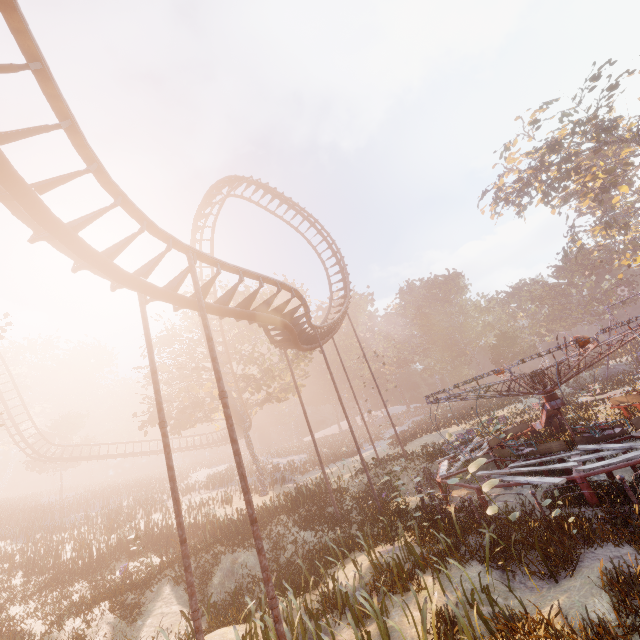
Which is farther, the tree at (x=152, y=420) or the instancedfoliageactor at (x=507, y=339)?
the instancedfoliageactor at (x=507, y=339)

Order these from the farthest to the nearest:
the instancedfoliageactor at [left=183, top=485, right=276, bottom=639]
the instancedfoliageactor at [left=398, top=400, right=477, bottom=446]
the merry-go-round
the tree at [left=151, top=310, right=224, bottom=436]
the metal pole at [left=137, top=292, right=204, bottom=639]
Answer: the instancedfoliageactor at [left=398, top=400, right=477, bottom=446]
the tree at [left=151, top=310, right=224, bottom=436]
the merry-go-round
the instancedfoliageactor at [left=183, top=485, right=276, bottom=639]
the metal pole at [left=137, top=292, right=204, bottom=639]

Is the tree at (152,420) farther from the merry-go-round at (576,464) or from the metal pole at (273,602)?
the metal pole at (273,602)

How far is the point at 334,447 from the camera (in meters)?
49.62

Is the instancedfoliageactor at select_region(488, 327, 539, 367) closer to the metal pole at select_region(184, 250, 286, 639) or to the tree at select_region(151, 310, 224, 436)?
the tree at select_region(151, 310, 224, 436)

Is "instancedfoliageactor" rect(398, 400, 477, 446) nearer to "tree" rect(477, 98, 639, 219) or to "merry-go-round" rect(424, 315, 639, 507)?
"merry-go-round" rect(424, 315, 639, 507)

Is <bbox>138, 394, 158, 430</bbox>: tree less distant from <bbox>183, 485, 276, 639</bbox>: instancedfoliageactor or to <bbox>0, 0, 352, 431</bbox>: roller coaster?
<bbox>0, 0, 352, 431</bbox>: roller coaster

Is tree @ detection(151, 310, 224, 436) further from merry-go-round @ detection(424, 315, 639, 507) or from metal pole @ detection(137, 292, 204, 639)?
metal pole @ detection(137, 292, 204, 639)
